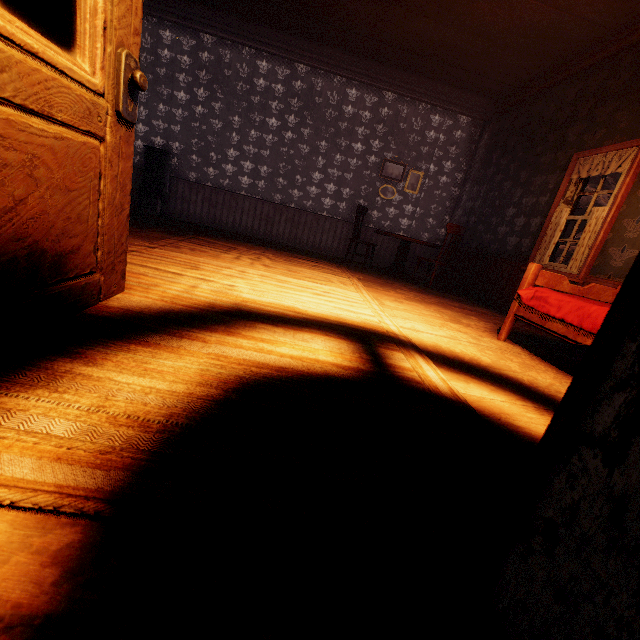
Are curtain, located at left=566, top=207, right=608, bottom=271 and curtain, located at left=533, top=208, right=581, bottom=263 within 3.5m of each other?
yes

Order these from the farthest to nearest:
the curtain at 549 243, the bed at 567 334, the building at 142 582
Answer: the curtain at 549 243 < the bed at 567 334 < the building at 142 582

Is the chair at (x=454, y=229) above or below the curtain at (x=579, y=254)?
above

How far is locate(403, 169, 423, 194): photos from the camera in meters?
7.7 m

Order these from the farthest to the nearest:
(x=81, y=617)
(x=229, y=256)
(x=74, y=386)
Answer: (x=229, y=256), (x=74, y=386), (x=81, y=617)

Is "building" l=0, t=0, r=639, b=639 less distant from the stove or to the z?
the stove

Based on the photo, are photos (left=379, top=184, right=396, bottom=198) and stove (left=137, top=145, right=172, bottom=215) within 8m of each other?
yes

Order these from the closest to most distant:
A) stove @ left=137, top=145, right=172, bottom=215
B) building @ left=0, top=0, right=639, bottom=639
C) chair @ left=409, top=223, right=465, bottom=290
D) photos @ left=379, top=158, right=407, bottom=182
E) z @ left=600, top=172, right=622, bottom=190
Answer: building @ left=0, top=0, right=639, bottom=639
chair @ left=409, top=223, right=465, bottom=290
stove @ left=137, top=145, right=172, bottom=215
photos @ left=379, top=158, right=407, bottom=182
z @ left=600, top=172, right=622, bottom=190
